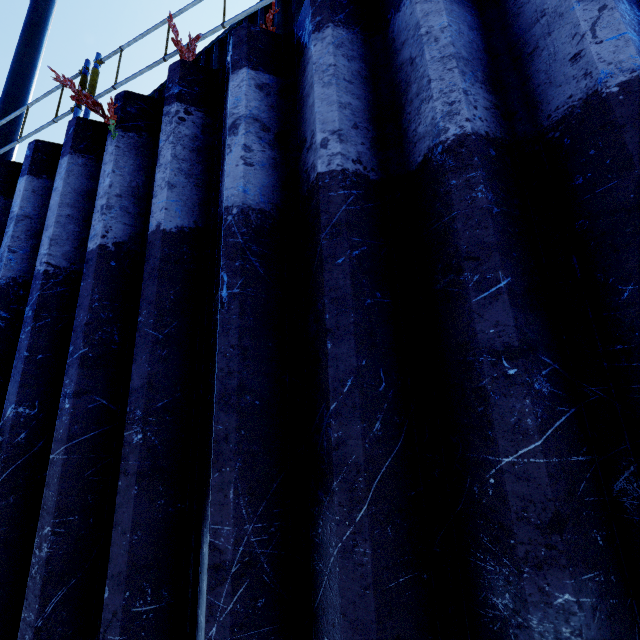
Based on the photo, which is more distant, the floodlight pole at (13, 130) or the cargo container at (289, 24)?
the floodlight pole at (13, 130)

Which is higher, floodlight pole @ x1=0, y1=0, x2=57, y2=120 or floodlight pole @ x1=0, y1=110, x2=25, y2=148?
floodlight pole @ x1=0, y1=0, x2=57, y2=120

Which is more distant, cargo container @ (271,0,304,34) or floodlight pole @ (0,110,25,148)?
floodlight pole @ (0,110,25,148)

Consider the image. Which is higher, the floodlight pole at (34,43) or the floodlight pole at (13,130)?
the floodlight pole at (34,43)

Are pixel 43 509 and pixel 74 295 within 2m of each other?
yes

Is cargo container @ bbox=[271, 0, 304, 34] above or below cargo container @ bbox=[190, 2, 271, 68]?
below
